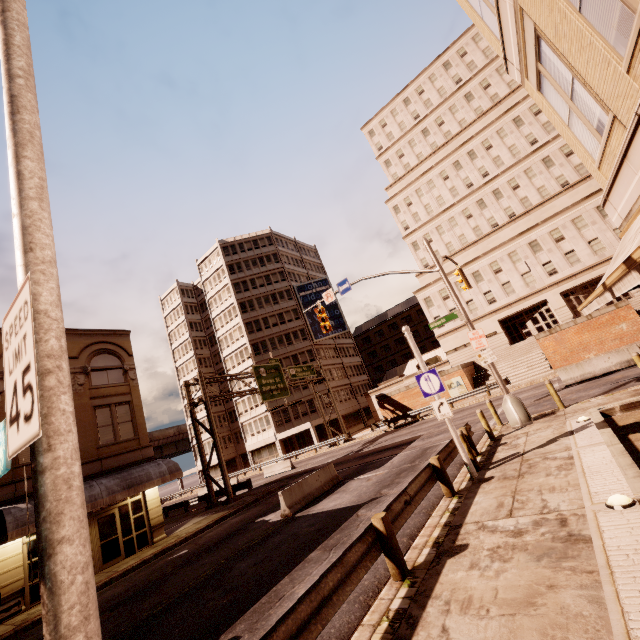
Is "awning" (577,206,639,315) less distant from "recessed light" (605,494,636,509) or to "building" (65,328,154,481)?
"recessed light" (605,494,636,509)

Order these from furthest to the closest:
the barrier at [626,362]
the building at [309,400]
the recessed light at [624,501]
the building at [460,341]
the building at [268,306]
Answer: the building at [268,306], the building at [309,400], the building at [460,341], the barrier at [626,362], the recessed light at [624,501]

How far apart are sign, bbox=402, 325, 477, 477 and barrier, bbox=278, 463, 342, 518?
7.61m

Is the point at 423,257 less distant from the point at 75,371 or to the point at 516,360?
the point at 516,360

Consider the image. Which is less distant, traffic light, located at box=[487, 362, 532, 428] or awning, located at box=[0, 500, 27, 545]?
traffic light, located at box=[487, 362, 532, 428]

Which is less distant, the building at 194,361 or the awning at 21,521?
the awning at 21,521

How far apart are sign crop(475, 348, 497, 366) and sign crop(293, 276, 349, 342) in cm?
3878

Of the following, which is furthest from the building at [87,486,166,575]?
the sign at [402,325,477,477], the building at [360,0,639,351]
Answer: the building at [360,0,639,351]
